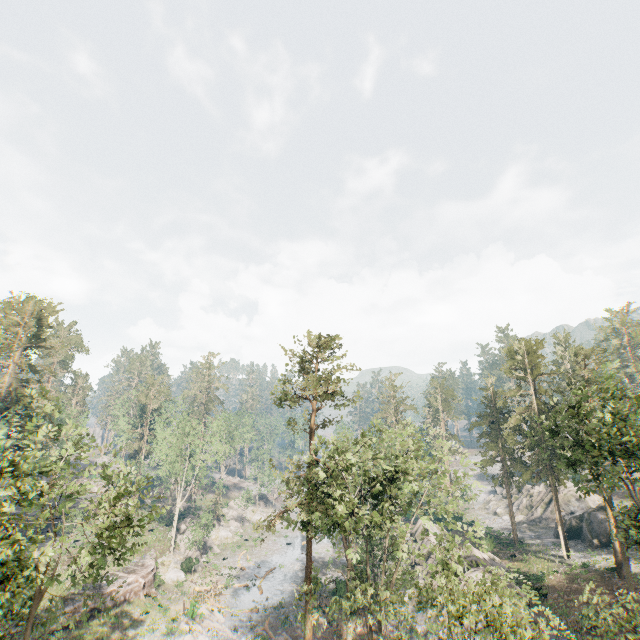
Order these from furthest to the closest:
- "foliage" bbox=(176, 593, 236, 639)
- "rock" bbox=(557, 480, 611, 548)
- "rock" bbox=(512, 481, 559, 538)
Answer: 1. "rock" bbox=(512, 481, 559, 538)
2. "rock" bbox=(557, 480, 611, 548)
3. "foliage" bbox=(176, 593, 236, 639)

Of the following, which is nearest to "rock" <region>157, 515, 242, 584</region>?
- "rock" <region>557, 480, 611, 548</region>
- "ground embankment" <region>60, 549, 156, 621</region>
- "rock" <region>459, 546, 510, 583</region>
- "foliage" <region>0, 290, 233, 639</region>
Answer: "ground embankment" <region>60, 549, 156, 621</region>

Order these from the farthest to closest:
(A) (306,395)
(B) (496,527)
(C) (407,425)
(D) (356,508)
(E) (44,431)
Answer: (B) (496,527) < (E) (44,431) < (C) (407,425) < (A) (306,395) < (D) (356,508)

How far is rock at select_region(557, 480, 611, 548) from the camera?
38.3m

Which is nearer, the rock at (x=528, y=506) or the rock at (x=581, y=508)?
the rock at (x=581, y=508)

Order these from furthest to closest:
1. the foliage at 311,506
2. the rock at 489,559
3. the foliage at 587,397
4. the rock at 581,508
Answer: the rock at 581,508 < the rock at 489,559 < the foliage at 587,397 < the foliage at 311,506

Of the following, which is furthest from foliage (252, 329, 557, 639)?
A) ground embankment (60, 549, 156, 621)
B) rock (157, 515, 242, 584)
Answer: rock (157, 515, 242, 584)

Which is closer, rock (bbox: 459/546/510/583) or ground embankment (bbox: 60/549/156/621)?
rock (bbox: 459/546/510/583)
